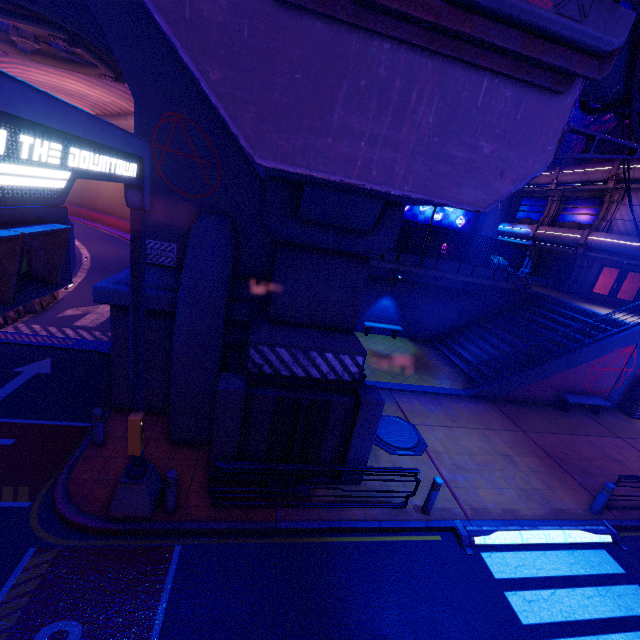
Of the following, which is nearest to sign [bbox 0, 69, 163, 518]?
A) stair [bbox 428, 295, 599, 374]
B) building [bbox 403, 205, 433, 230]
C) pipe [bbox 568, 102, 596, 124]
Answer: stair [bbox 428, 295, 599, 374]

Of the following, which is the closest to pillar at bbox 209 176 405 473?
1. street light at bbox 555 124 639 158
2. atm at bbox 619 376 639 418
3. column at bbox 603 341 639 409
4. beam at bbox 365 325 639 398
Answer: beam at bbox 365 325 639 398

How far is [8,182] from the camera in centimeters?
239cm

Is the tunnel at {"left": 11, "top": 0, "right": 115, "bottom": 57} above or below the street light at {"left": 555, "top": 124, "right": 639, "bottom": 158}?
above

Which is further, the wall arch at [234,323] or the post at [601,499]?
the post at [601,499]

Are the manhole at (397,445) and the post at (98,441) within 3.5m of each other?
no

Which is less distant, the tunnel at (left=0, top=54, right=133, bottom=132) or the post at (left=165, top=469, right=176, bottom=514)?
the post at (left=165, top=469, right=176, bottom=514)

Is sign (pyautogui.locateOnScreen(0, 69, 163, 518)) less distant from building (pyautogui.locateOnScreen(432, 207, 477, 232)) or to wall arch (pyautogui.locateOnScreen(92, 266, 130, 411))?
wall arch (pyautogui.locateOnScreen(92, 266, 130, 411))
